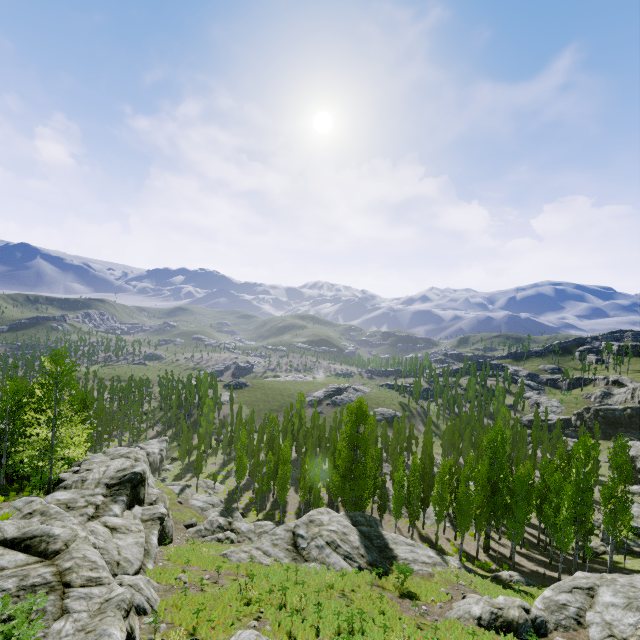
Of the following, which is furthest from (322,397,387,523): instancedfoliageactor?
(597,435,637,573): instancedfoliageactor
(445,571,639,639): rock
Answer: (445,571,639,639): rock

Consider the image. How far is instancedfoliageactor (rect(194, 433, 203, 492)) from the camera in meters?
51.8 m

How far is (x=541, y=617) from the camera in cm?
1800

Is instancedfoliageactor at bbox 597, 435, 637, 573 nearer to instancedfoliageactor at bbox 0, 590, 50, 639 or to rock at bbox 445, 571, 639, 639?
instancedfoliageactor at bbox 0, 590, 50, 639

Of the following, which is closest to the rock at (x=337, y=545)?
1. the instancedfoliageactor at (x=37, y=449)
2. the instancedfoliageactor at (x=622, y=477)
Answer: the instancedfoliageactor at (x=37, y=449)

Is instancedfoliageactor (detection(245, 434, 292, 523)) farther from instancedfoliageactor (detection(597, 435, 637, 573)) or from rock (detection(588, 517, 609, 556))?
instancedfoliageactor (detection(597, 435, 637, 573))
